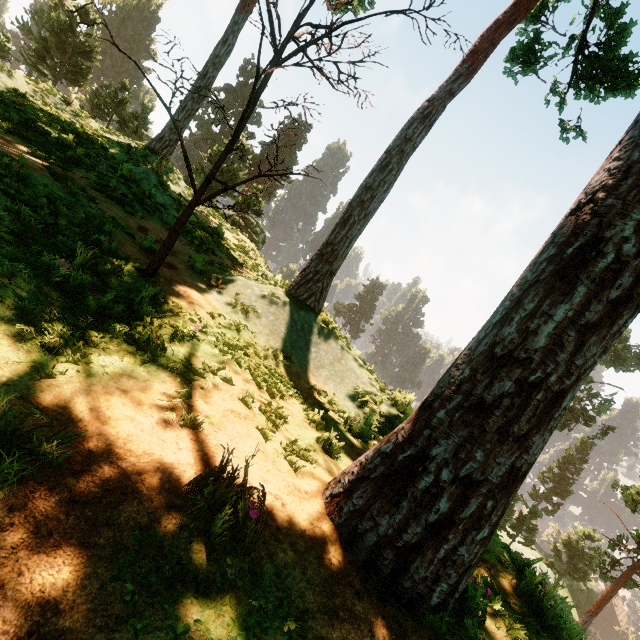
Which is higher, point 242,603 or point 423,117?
point 423,117

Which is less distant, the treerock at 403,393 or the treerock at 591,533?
the treerock at 403,393

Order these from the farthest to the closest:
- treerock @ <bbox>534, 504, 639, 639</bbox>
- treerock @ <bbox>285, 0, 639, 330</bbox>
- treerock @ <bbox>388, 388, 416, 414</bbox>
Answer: treerock @ <bbox>534, 504, 639, 639</bbox>
treerock @ <bbox>285, 0, 639, 330</bbox>
treerock @ <bbox>388, 388, 416, 414</bbox>

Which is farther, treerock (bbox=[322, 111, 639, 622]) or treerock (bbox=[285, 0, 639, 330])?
treerock (bbox=[285, 0, 639, 330])

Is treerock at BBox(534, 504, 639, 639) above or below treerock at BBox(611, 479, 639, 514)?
below

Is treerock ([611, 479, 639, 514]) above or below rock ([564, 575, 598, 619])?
above
